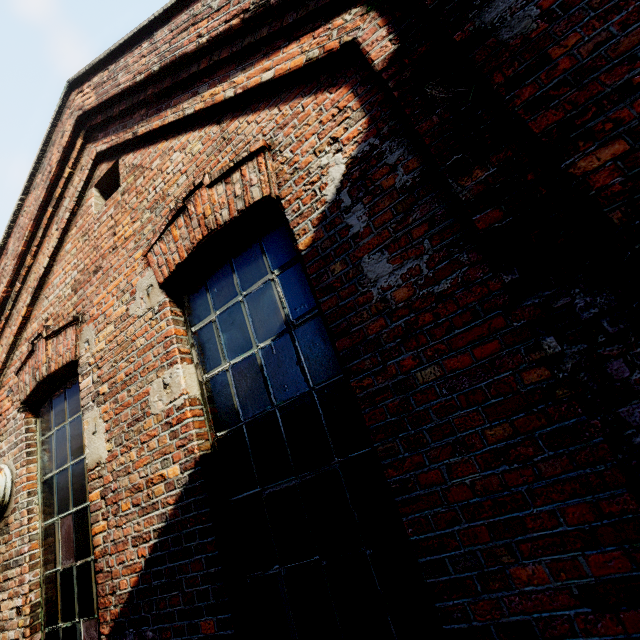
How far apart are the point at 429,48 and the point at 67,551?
4.9 meters
